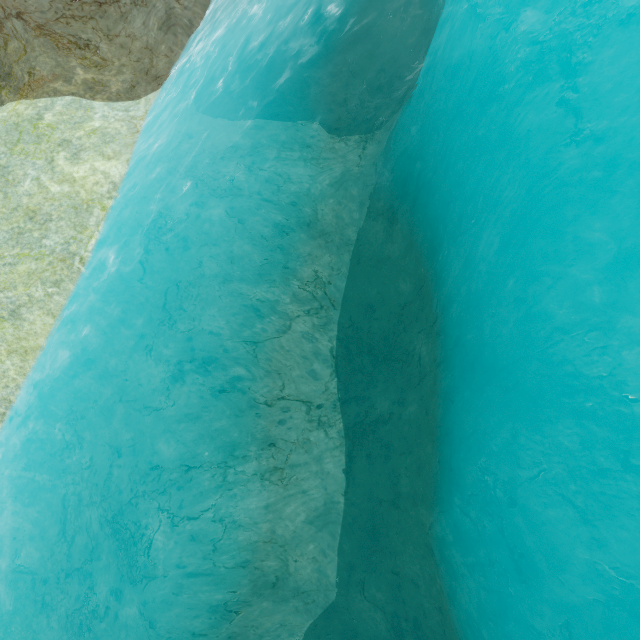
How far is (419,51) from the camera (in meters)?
12.44
